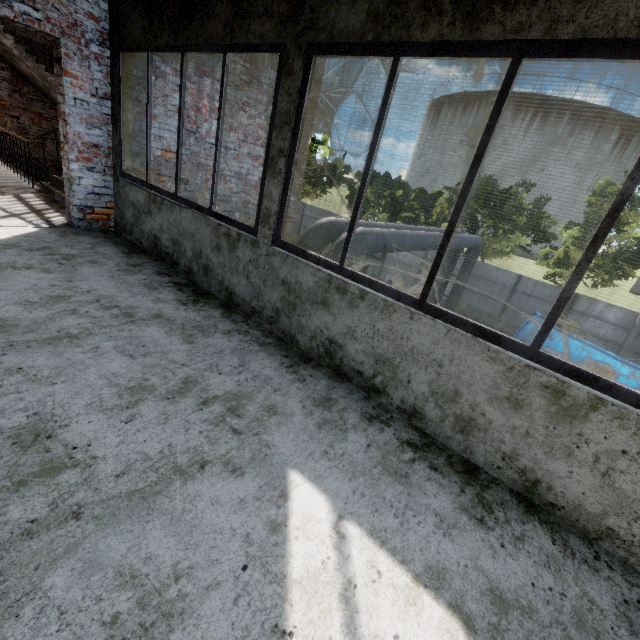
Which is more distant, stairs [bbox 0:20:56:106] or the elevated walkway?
stairs [bbox 0:20:56:106]

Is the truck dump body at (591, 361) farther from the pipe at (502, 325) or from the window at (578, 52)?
the window at (578, 52)

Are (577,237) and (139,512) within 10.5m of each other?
no

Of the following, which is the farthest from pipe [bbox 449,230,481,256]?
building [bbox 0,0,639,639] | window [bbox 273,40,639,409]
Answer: window [bbox 273,40,639,409]

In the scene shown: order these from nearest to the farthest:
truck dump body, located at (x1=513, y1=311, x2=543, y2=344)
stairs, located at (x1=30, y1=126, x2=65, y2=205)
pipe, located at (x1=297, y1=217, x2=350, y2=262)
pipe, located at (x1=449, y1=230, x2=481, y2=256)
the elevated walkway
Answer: the elevated walkway, stairs, located at (x1=30, y1=126, x2=65, y2=205), pipe, located at (x1=297, y1=217, x2=350, y2=262), pipe, located at (x1=449, y1=230, x2=481, y2=256), truck dump body, located at (x1=513, y1=311, x2=543, y2=344)

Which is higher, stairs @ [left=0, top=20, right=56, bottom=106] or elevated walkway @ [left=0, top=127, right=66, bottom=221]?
stairs @ [left=0, top=20, right=56, bottom=106]

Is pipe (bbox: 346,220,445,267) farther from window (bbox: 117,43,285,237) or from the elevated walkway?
window (bbox: 117,43,285,237)

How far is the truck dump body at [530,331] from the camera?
13.41m
